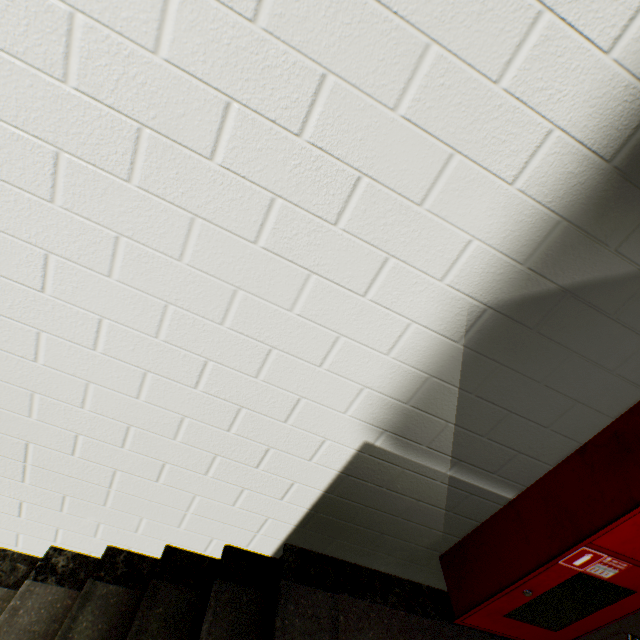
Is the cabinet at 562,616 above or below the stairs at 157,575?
above

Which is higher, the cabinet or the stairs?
the cabinet

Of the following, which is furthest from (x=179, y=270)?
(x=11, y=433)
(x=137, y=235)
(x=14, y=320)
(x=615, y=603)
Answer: (x=615, y=603)
